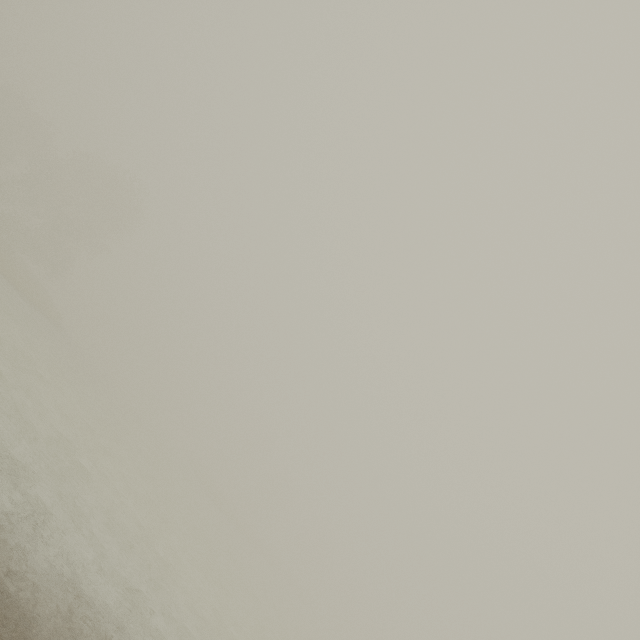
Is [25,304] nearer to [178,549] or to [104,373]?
[104,373]
